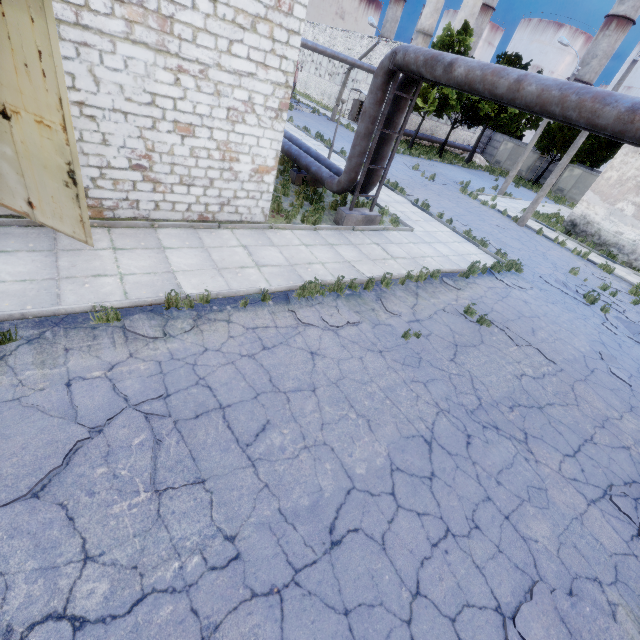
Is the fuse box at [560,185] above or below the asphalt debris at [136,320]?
above

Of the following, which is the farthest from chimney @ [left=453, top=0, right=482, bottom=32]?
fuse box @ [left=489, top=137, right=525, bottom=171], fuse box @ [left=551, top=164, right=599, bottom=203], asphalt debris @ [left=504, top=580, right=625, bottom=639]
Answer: asphalt debris @ [left=504, top=580, right=625, bottom=639]

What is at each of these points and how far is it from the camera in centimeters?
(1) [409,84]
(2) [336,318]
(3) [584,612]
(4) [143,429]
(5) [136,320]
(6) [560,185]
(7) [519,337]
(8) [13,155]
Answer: (1) pipe, 991cm
(2) asphalt debris, 736cm
(3) asphalt debris, 406cm
(4) asphalt debris, 421cm
(5) asphalt debris, 561cm
(6) fuse box, 3769cm
(7) asphalt debris, 913cm
(8) door, 566cm

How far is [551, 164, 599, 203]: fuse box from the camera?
35.53m

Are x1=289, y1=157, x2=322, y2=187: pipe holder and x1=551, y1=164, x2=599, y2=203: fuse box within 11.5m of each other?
no

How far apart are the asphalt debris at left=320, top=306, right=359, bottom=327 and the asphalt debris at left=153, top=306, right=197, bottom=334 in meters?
2.0

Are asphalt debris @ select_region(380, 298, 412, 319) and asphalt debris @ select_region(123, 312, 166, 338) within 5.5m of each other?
yes

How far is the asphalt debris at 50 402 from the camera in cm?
418
